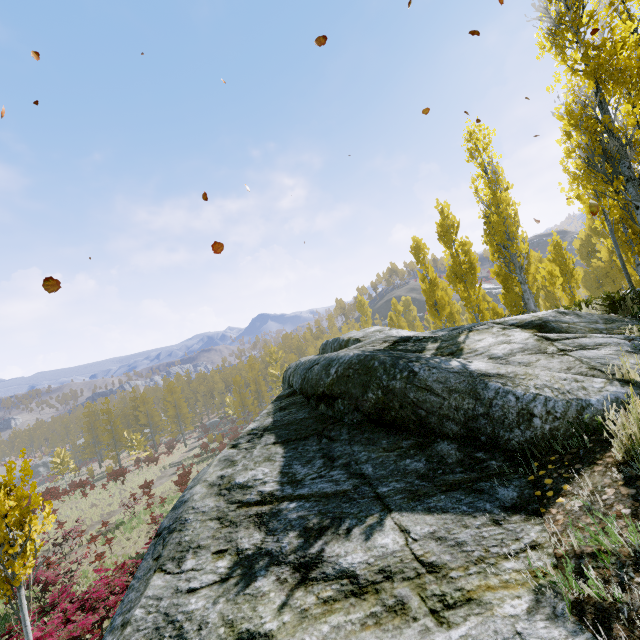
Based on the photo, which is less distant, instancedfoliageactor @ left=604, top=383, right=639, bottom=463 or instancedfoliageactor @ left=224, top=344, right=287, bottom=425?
instancedfoliageactor @ left=604, top=383, right=639, bottom=463

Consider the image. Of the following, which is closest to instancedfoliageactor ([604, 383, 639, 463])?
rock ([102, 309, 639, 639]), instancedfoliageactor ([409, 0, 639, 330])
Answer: rock ([102, 309, 639, 639])

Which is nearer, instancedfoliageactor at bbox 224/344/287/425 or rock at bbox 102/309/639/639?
rock at bbox 102/309/639/639

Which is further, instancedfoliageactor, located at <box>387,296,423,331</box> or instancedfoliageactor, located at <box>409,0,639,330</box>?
instancedfoliageactor, located at <box>387,296,423,331</box>

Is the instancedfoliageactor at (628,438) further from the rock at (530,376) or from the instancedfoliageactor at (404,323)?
the instancedfoliageactor at (404,323)

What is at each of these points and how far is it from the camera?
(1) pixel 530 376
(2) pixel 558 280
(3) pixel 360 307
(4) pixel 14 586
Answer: (1) rock, 3.5 meters
(2) instancedfoliageactor, 16.0 meters
(3) instancedfoliageactor, 46.0 meters
(4) instancedfoliageactor, 4.3 meters

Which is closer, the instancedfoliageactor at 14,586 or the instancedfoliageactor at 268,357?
the instancedfoliageactor at 14,586
